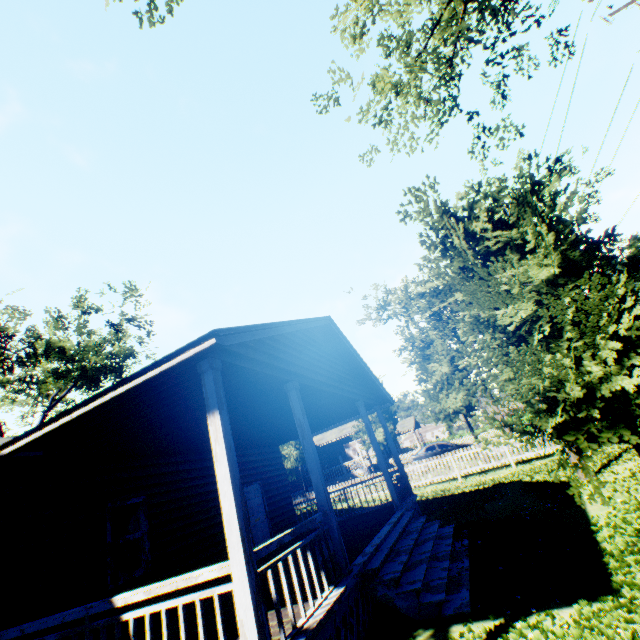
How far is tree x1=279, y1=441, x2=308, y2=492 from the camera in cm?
2159

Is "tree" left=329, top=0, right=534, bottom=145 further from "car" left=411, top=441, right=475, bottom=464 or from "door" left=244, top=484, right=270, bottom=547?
"car" left=411, top=441, right=475, bottom=464

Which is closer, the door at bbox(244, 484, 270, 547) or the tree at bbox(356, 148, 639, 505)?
the tree at bbox(356, 148, 639, 505)

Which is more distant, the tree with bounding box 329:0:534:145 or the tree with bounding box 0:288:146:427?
the tree with bounding box 0:288:146:427

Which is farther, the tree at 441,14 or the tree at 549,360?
the tree at 549,360

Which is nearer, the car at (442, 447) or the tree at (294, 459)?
the tree at (294, 459)

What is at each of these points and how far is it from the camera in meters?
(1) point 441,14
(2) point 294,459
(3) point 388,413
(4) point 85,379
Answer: (1) tree, 2.9
(2) tree, 21.7
(3) tree, 20.6
(4) tree, 23.7
